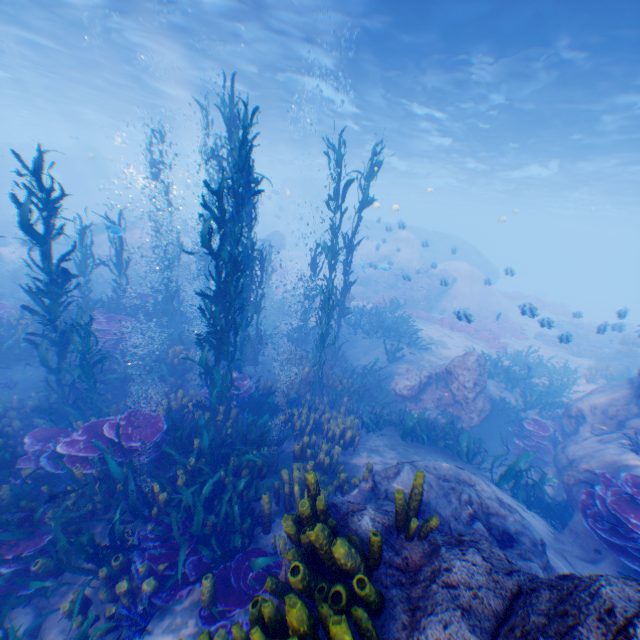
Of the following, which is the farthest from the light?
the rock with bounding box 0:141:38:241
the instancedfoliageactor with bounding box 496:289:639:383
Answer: the instancedfoliageactor with bounding box 496:289:639:383

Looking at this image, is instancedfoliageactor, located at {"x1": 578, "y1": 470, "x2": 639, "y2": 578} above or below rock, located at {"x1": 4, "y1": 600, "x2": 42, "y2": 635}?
above

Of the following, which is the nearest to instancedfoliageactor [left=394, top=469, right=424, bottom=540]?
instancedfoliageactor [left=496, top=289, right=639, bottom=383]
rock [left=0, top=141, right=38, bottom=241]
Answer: rock [left=0, top=141, right=38, bottom=241]

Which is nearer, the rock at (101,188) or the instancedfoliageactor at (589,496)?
the instancedfoliageactor at (589,496)

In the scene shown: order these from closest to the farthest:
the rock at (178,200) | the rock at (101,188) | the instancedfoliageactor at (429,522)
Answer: the instancedfoliageactor at (429,522)
the rock at (101,188)
the rock at (178,200)

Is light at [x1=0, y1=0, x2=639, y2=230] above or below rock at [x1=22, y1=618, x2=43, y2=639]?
above

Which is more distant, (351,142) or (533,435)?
(351,142)

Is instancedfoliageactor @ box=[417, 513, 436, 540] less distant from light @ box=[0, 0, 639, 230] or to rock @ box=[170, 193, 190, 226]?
rock @ box=[170, 193, 190, 226]
